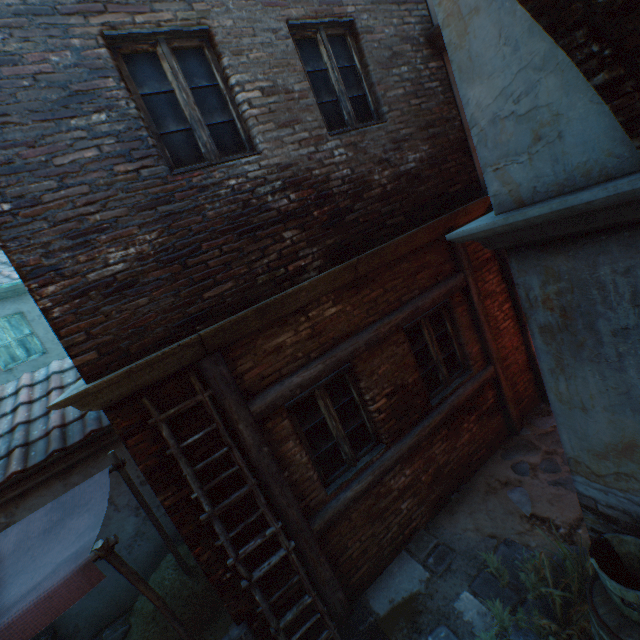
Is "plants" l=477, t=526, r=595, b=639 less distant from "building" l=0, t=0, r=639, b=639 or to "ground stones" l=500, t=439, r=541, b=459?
"building" l=0, t=0, r=639, b=639

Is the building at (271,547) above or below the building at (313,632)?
above

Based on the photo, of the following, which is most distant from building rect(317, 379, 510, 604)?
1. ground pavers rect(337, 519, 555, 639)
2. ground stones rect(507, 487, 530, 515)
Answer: ground stones rect(507, 487, 530, 515)

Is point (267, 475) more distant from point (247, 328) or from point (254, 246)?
point (254, 246)

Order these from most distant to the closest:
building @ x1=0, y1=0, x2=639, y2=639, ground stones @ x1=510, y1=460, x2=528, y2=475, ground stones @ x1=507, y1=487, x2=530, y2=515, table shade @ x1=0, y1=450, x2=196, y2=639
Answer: ground stones @ x1=510, y1=460, x2=528, y2=475 → ground stones @ x1=507, y1=487, x2=530, y2=515 → table shade @ x1=0, y1=450, x2=196, y2=639 → building @ x1=0, y1=0, x2=639, y2=639

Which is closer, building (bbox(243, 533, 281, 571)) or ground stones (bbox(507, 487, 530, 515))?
building (bbox(243, 533, 281, 571))

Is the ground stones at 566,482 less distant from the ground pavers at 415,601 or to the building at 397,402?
the building at 397,402

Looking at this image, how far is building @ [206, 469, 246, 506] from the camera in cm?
331
